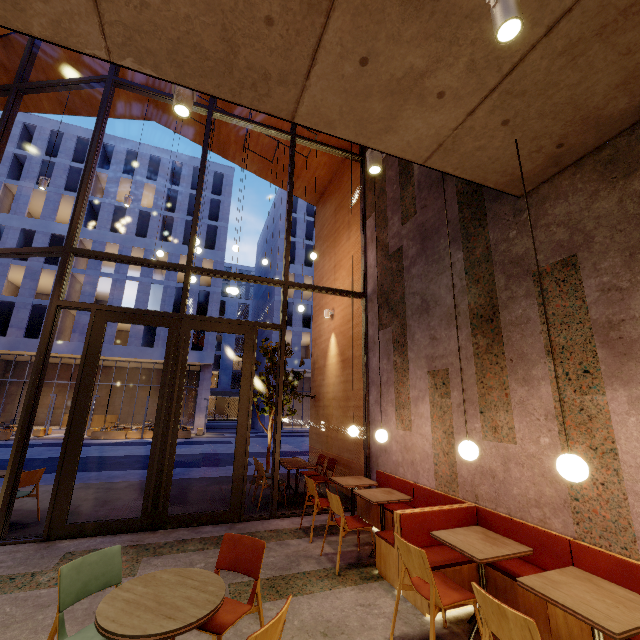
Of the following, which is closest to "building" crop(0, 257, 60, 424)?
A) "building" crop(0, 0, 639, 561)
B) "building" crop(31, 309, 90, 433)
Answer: "building" crop(31, 309, 90, 433)

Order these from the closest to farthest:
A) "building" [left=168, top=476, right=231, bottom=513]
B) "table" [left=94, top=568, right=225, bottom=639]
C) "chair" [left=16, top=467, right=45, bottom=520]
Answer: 1. "table" [left=94, top=568, right=225, bottom=639]
2. "chair" [left=16, top=467, right=45, bottom=520]
3. "building" [left=168, top=476, right=231, bottom=513]

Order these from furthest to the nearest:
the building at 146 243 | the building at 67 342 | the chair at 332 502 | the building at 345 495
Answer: the building at 146 243, the building at 67 342, the building at 345 495, the chair at 332 502

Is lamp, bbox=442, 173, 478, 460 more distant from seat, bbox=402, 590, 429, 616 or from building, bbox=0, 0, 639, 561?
seat, bbox=402, 590, 429, 616

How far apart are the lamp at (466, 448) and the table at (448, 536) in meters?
0.7

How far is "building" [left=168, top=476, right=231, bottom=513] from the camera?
6.33m

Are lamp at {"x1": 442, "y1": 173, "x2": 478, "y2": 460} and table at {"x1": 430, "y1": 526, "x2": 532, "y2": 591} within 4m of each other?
yes

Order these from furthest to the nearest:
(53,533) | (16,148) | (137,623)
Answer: (16,148) → (53,533) → (137,623)
